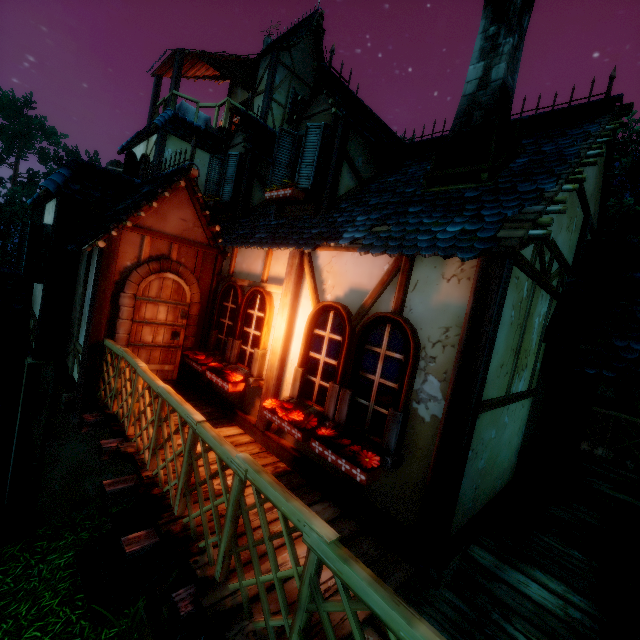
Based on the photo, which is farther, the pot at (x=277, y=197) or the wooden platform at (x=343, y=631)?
the pot at (x=277, y=197)

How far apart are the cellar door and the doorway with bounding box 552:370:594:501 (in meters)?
6.80

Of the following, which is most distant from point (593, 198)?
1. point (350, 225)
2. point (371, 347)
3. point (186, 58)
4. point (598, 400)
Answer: point (598, 400)

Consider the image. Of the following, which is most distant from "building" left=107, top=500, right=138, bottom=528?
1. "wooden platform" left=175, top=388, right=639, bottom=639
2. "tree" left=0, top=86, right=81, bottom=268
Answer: "tree" left=0, top=86, right=81, bottom=268

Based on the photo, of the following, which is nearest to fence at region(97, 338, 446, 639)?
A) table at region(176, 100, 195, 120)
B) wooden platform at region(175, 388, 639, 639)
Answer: wooden platform at region(175, 388, 639, 639)

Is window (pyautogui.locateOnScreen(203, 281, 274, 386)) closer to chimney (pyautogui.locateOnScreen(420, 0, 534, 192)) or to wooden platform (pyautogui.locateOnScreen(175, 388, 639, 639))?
wooden platform (pyautogui.locateOnScreen(175, 388, 639, 639))

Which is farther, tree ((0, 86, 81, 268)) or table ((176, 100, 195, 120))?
tree ((0, 86, 81, 268))

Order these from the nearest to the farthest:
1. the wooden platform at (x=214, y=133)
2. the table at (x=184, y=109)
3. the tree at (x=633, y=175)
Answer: the wooden platform at (x=214, y=133)
the table at (x=184, y=109)
the tree at (x=633, y=175)
